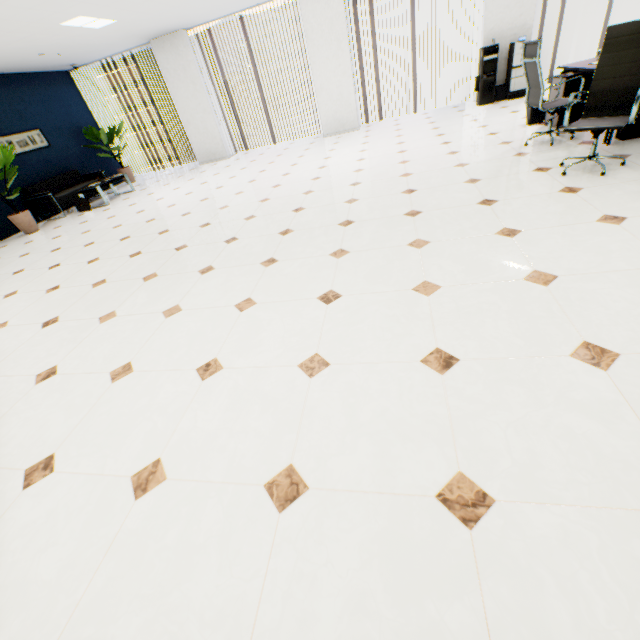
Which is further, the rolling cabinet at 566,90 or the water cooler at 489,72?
the water cooler at 489,72

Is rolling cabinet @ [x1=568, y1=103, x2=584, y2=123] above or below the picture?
below

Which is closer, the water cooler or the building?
the water cooler

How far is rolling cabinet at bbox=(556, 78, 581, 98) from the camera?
4.5 meters

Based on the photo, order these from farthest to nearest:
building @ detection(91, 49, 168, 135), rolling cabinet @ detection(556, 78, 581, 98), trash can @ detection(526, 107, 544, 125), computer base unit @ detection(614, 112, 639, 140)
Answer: building @ detection(91, 49, 168, 135), trash can @ detection(526, 107, 544, 125), rolling cabinet @ detection(556, 78, 581, 98), computer base unit @ detection(614, 112, 639, 140)

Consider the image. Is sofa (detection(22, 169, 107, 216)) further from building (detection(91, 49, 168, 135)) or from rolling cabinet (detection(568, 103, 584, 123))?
building (detection(91, 49, 168, 135))

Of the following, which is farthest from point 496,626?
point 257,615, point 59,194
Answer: point 59,194

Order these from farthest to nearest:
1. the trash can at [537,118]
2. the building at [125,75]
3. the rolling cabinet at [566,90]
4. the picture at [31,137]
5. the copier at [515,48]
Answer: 1. the building at [125,75]
2. the picture at [31,137]
3. the copier at [515,48]
4. the trash can at [537,118]
5. the rolling cabinet at [566,90]
